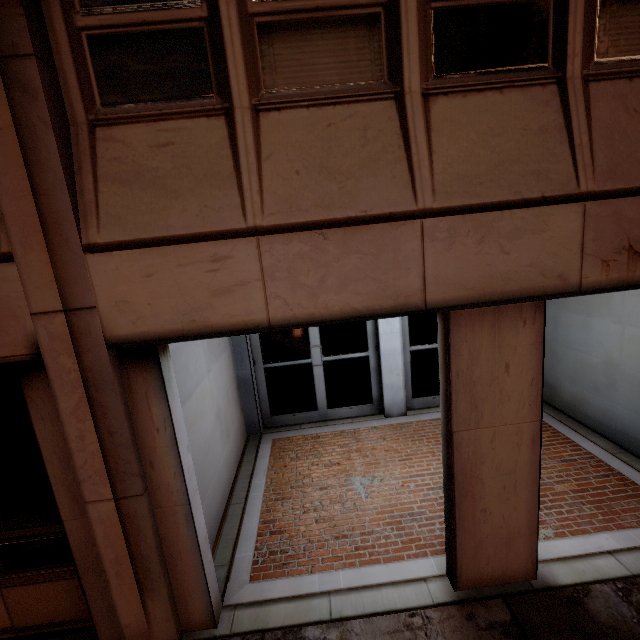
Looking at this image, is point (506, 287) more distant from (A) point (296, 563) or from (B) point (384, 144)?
(A) point (296, 563)
